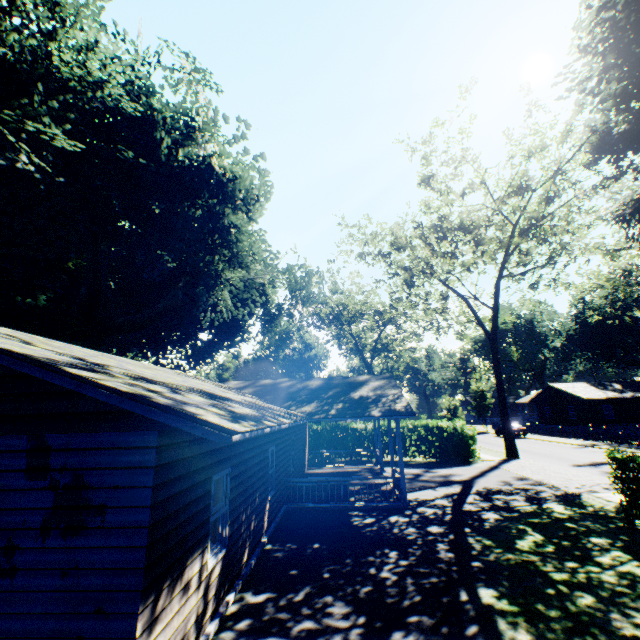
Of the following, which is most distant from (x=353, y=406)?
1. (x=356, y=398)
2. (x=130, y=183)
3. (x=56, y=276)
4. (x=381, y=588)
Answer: (x=56, y=276)

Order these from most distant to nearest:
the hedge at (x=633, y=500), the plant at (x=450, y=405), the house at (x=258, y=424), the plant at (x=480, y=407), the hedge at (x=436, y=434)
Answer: the plant at (x=480, y=407)
the plant at (x=450, y=405)
the hedge at (x=436, y=434)
the hedge at (x=633, y=500)
the house at (x=258, y=424)

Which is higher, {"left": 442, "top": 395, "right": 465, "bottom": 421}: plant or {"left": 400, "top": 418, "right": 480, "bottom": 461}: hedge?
{"left": 442, "top": 395, "right": 465, "bottom": 421}: plant

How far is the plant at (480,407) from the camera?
52.5 meters

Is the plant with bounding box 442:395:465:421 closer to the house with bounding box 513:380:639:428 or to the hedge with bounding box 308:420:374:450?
the house with bounding box 513:380:639:428

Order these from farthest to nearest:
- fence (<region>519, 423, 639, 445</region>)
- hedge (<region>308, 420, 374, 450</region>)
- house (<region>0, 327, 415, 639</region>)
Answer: fence (<region>519, 423, 639, 445</region>) < hedge (<region>308, 420, 374, 450</region>) < house (<region>0, 327, 415, 639</region>)

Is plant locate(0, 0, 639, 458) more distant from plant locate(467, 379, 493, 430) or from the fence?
plant locate(467, 379, 493, 430)

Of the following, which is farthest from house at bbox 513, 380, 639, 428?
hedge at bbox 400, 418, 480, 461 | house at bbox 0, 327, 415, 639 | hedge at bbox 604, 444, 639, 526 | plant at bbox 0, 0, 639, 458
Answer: hedge at bbox 604, 444, 639, 526
